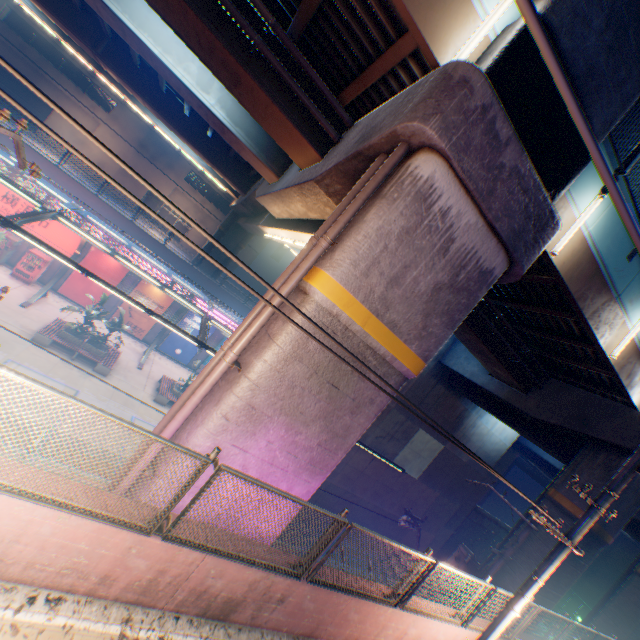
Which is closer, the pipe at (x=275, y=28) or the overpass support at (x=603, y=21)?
the overpass support at (x=603, y=21)

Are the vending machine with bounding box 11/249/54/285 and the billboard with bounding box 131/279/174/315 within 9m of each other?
yes

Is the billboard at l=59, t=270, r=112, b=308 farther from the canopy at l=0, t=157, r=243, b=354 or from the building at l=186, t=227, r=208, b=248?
the building at l=186, t=227, r=208, b=248

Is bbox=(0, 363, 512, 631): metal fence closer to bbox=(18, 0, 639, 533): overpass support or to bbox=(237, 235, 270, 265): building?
bbox=(18, 0, 639, 533): overpass support

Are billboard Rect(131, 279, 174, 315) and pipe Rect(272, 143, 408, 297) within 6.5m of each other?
no

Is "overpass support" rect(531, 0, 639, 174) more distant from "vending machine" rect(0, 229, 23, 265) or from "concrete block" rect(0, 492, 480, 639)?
"vending machine" rect(0, 229, 23, 265)

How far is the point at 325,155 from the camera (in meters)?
8.90

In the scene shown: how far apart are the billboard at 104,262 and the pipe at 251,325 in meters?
20.9 m
